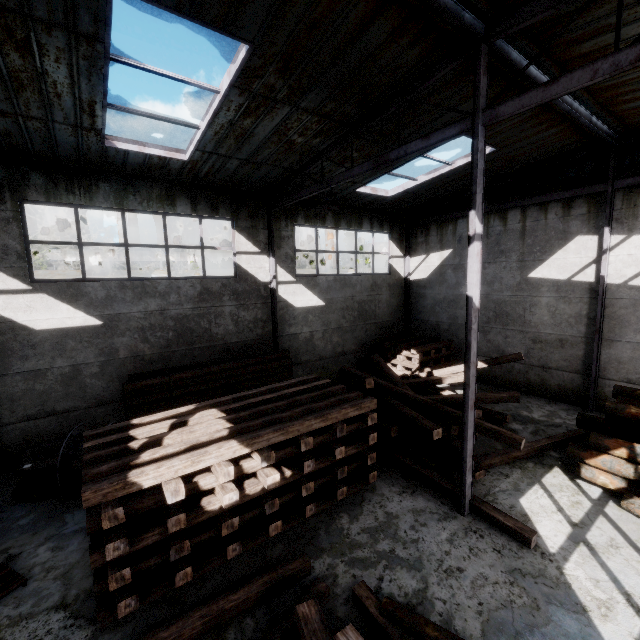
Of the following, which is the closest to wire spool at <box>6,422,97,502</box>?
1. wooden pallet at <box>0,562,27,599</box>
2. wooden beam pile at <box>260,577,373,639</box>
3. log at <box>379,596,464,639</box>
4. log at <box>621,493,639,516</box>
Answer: wooden pallet at <box>0,562,27,599</box>

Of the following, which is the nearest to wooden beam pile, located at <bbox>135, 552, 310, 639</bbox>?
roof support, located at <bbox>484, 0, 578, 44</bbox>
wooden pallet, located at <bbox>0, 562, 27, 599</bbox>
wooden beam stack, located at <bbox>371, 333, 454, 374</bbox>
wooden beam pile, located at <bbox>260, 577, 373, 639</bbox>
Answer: wooden beam pile, located at <bbox>260, 577, 373, 639</bbox>

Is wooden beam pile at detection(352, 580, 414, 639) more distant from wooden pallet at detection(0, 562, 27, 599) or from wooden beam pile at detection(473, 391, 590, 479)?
wooden pallet at detection(0, 562, 27, 599)

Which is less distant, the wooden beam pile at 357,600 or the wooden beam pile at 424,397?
the wooden beam pile at 357,600

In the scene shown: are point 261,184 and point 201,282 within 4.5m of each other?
yes

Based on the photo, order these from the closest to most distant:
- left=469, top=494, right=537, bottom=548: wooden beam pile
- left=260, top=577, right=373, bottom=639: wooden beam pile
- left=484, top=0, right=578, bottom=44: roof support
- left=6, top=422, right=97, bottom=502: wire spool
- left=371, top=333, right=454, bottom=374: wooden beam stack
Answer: left=260, top=577, right=373, bottom=639: wooden beam pile → left=484, top=0, right=578, bottom=44: roof support → left=469, top=494, right=537, bottom=548: wooden beam pile → left=6, top=422, right=97, bottom=502: wire spool → left=371, top=333, right=454, bottom=374: wooden beam stack

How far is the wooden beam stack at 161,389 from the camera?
4.5 meters

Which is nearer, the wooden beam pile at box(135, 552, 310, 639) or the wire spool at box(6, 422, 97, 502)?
the wooden beam pile at box(135, 552, 310, 639)
